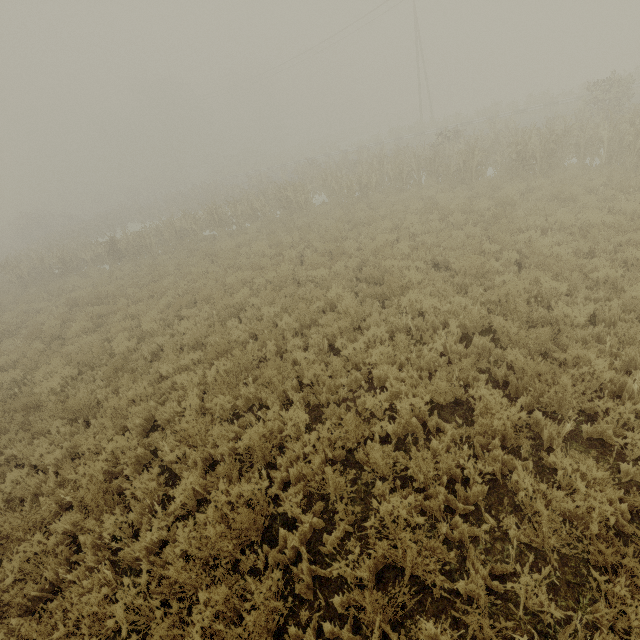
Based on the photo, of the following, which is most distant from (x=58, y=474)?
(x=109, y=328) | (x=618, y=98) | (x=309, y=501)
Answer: (x=618, y=98)
